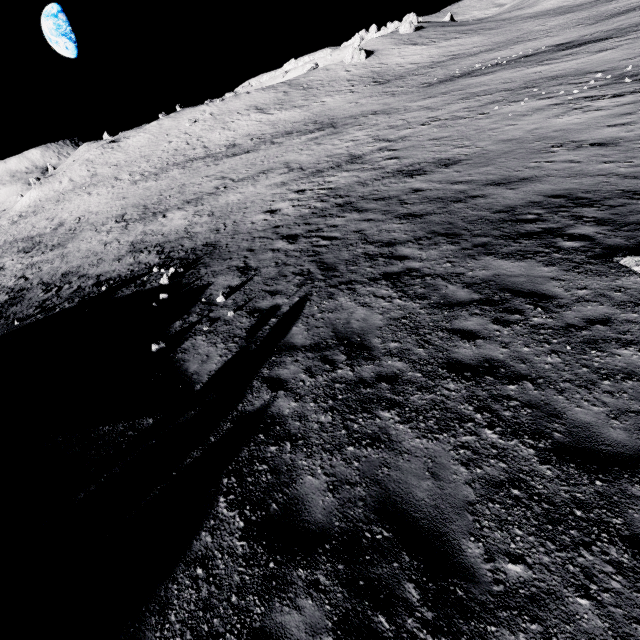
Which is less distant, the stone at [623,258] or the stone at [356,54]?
the stone at [623,258]

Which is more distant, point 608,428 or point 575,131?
point 575,131

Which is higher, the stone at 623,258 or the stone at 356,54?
the stone at 356,54

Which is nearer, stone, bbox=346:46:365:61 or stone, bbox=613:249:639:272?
stone, bbox=613:249:639:272

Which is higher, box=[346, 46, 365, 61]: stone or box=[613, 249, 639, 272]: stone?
box=[346, 46, 365, 61]: stone

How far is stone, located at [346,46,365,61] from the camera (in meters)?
58.94
